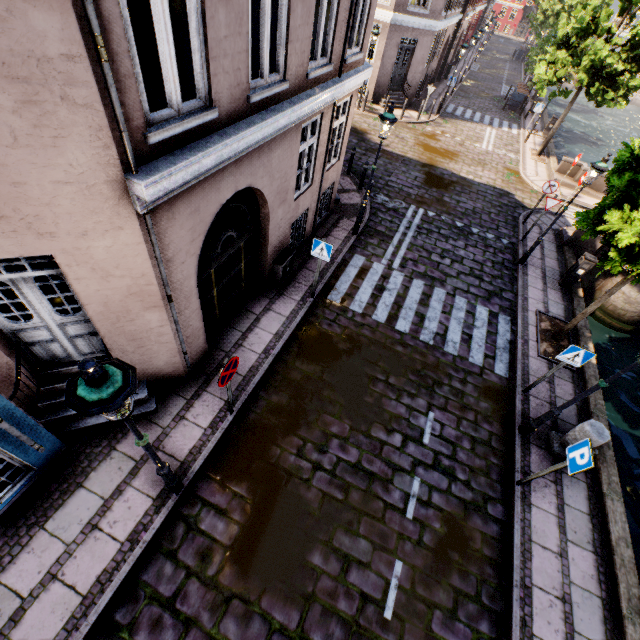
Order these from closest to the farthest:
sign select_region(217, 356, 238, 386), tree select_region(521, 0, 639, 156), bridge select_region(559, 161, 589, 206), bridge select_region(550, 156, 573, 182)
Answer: sign select_region(217, 356, 238, 386), tree select_region(521, 0, 639, 156), bridge select_region(559, 161, 589, 206), bridge select_region(550, 156, 573, 182)

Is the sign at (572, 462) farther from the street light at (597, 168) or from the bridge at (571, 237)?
the bridge at (571, 237)

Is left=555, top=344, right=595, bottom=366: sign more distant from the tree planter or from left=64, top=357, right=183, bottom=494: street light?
left=64, top=357, right=183, bottom=494: street light

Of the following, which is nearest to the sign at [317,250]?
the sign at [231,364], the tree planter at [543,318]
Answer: the sign at [231,364]

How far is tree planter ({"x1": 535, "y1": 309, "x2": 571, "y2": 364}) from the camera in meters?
8.9 m

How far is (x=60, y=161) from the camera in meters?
3.1

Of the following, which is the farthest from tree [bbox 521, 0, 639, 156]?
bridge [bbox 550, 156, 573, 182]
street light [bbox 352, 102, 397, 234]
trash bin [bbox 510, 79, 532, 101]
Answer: street light [bbox 352, 102, 397, 234]

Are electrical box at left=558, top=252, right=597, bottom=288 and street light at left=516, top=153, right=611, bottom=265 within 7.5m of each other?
yes
